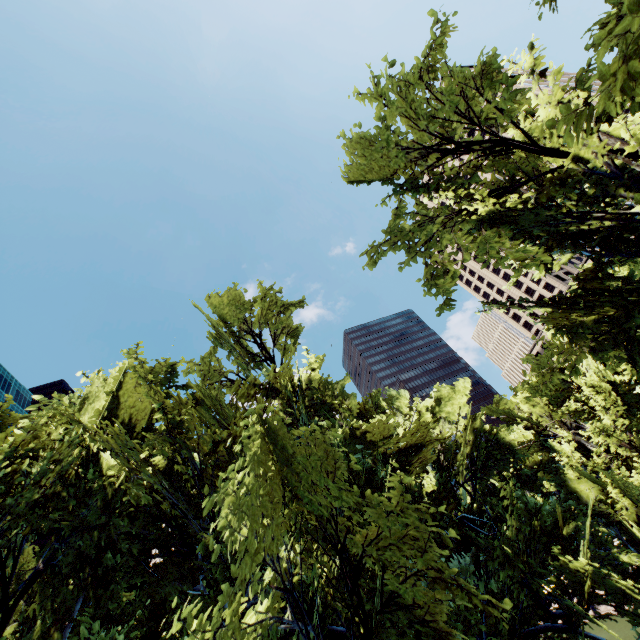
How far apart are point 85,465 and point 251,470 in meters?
7.9
